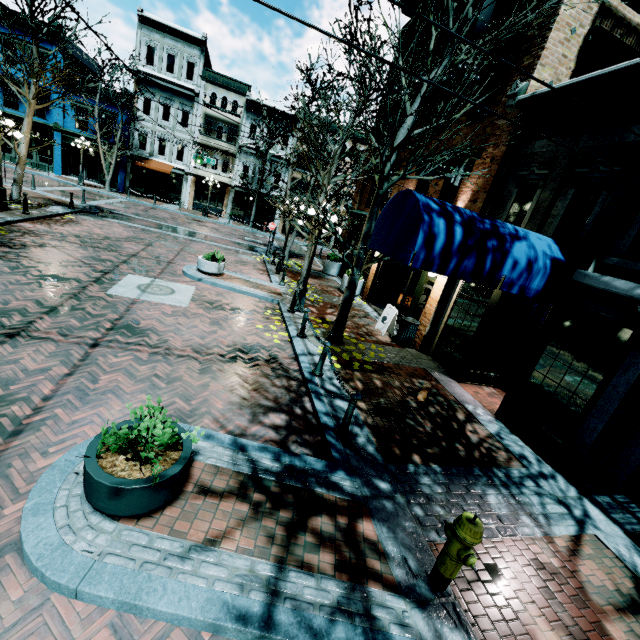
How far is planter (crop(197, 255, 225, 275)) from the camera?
12.1m

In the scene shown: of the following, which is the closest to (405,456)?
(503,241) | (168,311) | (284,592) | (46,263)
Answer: (284,592)

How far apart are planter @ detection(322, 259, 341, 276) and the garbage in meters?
8.5 m

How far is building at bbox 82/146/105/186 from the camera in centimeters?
2952cm

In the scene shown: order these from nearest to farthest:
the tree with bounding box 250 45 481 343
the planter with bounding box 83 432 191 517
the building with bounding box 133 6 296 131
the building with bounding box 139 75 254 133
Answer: the planter with bounding box 83 432 191 517, the tree with bounding box 250 45 481 343, the building with bounding box 133 6 296 131, the building with bounding box 139 75 254 133

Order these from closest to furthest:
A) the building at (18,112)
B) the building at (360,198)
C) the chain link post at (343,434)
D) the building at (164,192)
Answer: the chain link post at (343,434), the building at (360,198), the building at (18,112), the building at (164,192)

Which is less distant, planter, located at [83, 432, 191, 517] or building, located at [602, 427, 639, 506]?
planter, located at [83, 432, 191, 517]

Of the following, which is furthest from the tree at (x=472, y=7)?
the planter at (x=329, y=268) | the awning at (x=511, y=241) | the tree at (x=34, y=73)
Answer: the tree at (x=34, y=73)
